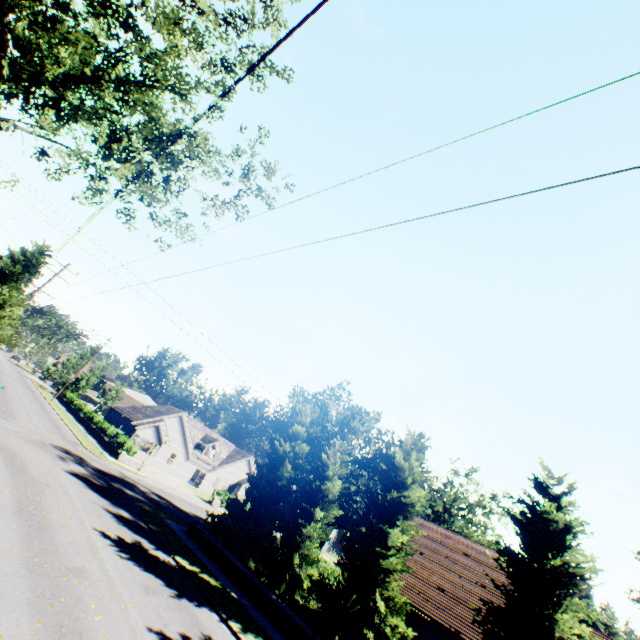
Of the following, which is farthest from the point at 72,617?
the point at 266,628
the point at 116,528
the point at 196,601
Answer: the point at 266,628

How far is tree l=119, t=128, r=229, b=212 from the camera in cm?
1478

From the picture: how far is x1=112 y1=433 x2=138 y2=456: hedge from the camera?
32.9 meters

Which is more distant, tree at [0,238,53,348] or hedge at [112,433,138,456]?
hedge at [112,433,138,456]

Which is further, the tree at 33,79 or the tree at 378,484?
the tree at 378,484

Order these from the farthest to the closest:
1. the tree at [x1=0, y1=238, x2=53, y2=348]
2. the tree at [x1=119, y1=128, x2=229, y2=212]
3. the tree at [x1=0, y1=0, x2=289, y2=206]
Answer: the tree at [x1=0, y1=238, x2=53, y2=348], the tree at [x1=119, y1=128, x2=229, y2=212], the tree at [x1=0, y1=0, x2=289, y2=206]

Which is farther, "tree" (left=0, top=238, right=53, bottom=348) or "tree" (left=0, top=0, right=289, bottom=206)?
"tree" (left=0, top=238, right=53, bottom=348)
